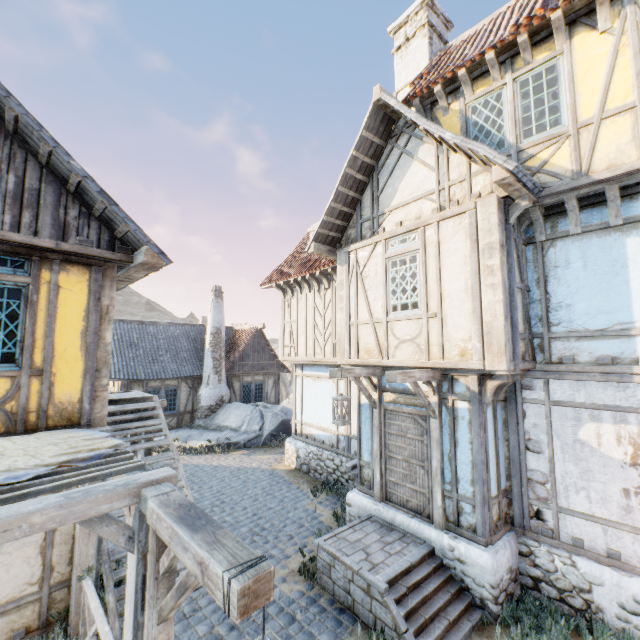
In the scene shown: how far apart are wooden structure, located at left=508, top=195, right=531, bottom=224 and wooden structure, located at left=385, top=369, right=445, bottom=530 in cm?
282

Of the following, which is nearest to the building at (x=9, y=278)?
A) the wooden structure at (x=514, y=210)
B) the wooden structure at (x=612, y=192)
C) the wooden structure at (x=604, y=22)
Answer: the wooden structure at (x=514, y=210)

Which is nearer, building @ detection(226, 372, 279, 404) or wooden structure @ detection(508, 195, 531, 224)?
wooden structure @ detection(508, 195, 531, 224)

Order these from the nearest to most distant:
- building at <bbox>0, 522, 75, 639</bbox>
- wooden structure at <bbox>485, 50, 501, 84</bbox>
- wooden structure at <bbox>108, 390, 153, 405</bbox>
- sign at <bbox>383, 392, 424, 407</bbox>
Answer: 1. building at <bbox>0, 522, 75, 639</bbox>
2. wooden structure at <bbox>485, 50, 501, 84</bbox>
3. sign at <bbox>383, 392, 424, 407</bbox>
4. wooden structure at <bbox>108, 390, 153, 405</bbox>

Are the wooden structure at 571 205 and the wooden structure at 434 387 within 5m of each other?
yes

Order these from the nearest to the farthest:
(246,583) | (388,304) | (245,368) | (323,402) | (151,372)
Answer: (246,583) → (388,304) → (323,402) → (151,372) → (245,368)

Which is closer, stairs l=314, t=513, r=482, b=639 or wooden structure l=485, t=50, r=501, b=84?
stairs l=314, t=513, r=482, b=639

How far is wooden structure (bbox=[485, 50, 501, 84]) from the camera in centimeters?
594cm
